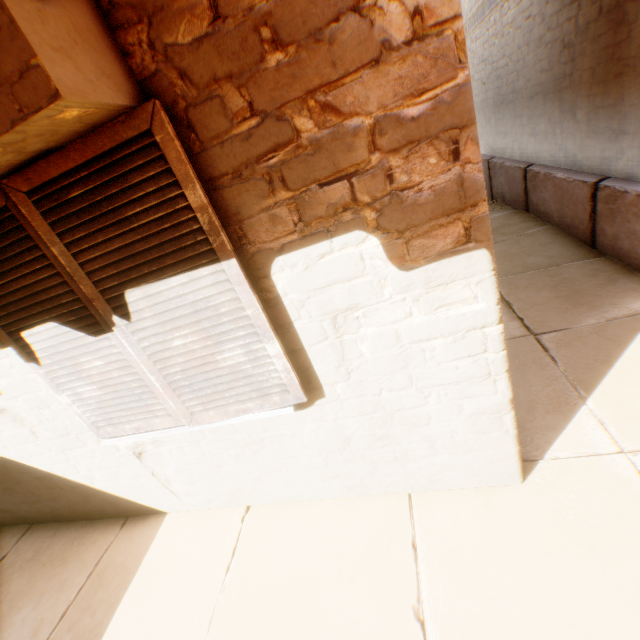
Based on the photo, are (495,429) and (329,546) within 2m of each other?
yes
